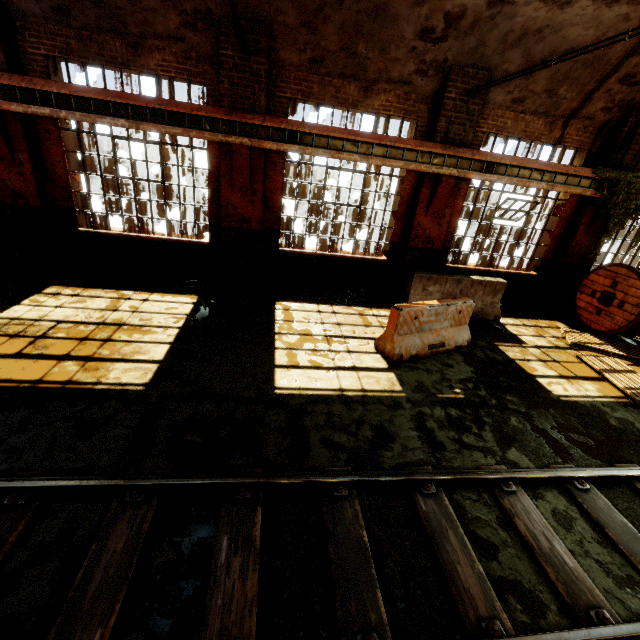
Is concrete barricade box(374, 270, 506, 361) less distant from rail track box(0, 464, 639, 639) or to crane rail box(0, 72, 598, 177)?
rail track box(0, 464, 639, 639)

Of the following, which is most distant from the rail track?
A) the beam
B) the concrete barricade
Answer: the beam

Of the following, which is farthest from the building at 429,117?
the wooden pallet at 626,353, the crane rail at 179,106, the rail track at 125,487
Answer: the rail track at 125,487

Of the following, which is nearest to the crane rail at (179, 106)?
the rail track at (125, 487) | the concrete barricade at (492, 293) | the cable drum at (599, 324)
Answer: the cable drum at (599, 324)

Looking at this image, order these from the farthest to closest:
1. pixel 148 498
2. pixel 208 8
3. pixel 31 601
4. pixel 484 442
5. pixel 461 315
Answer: pixel 461 315, pixel 208 8, pixel 484 442, pixel 148 498, pixel 31 601

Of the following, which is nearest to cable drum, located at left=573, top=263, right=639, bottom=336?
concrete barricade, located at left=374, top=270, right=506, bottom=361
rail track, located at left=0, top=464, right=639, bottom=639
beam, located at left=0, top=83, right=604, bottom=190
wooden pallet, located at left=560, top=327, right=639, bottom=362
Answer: wooden pallet, located at left=560, top=327, right=639, bottom=362

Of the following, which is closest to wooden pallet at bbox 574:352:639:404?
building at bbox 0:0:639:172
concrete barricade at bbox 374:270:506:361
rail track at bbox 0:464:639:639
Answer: rail track at bbox 0:464:639:639

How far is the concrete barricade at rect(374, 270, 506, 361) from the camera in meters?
6.1 m
